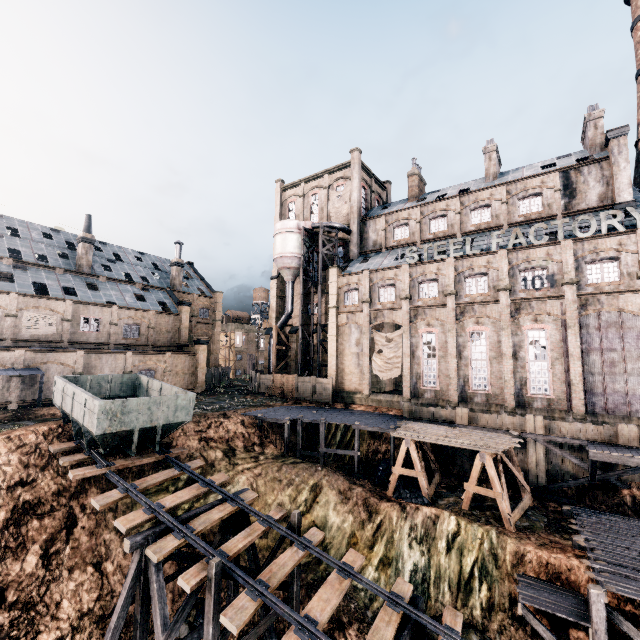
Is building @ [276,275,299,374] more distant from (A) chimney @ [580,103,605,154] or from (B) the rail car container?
(B) the rail car container

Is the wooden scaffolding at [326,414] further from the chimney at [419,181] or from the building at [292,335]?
the chimney at [419,181]

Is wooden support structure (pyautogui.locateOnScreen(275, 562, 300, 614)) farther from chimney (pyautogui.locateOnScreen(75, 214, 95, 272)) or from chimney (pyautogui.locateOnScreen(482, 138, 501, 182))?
chimney (pyautogui.locateOnScreen(482, 138, 501, 182))

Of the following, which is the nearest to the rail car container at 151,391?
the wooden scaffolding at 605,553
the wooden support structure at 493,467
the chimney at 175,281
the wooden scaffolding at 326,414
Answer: the wooden scaffolding at 326,414

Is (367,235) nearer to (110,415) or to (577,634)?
(110,415)

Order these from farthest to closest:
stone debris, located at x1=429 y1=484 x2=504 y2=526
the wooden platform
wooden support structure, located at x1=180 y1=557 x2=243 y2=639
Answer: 1. stone debris, located at x1=429 y1=484 x2=504 y2=526
2. the wooden platform
3. wooden support structure, located at x1=180 y1=557 x2=243 y2=639

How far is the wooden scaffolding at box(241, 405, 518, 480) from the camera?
25.6m

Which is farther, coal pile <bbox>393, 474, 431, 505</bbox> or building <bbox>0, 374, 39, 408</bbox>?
building <bbox>0, 374, 39, 408</bbox>
